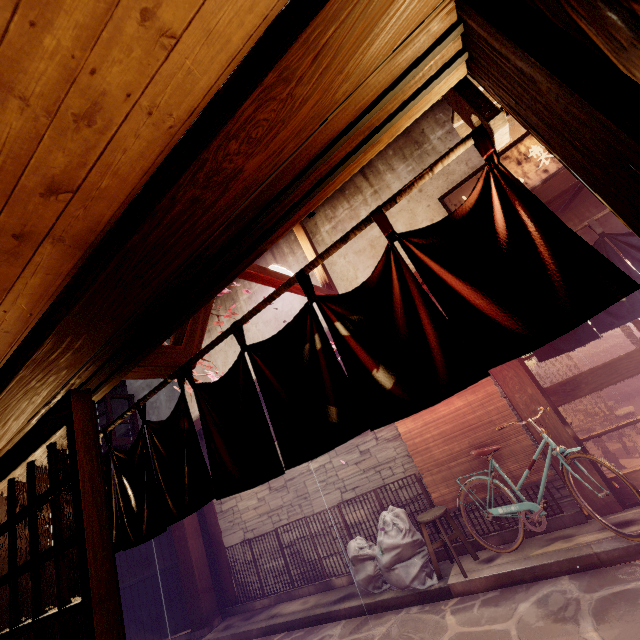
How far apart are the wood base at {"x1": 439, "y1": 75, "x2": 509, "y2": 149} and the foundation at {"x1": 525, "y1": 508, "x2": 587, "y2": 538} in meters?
A: 9.8 m

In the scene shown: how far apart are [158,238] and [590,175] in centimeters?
208cm

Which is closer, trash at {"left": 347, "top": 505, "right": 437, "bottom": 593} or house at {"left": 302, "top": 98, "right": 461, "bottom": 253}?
trash at {"left": 347, "top": 505, "right": 437, "bottom": 593}

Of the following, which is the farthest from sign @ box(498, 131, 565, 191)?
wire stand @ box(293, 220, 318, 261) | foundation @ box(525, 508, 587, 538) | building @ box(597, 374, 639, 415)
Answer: foundation @ box(525, 508, 587, 538)

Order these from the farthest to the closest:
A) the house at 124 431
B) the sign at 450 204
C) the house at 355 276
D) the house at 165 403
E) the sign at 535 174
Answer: the house at 124 431 → the house at 165 403 → the house at 355 276 → the sign at 450 204 → the sign at 535 174

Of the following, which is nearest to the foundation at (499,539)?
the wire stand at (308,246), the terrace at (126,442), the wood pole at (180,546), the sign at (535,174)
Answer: the wood pole at (180,546)

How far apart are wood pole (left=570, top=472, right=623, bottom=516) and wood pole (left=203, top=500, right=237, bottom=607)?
12.81m

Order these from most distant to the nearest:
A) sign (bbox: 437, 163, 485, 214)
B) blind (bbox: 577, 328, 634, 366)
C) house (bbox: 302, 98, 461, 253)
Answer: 1. blind (bbox: 577, 328, 634, 366)
2. house (bbox: 302, 98, 461, 253)
3. sign (bbox: 437, 163, 485, 214)
